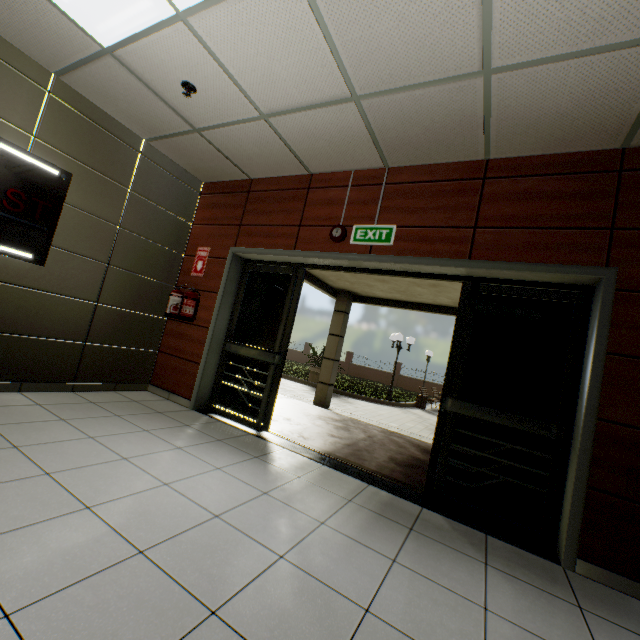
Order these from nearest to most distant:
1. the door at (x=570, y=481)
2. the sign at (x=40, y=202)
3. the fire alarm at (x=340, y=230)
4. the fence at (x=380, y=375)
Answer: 1. the door at (x=570, y=481)
2. the sign at (x=40, y=202)
3. the fire alarm at (x=340, y=230)
4. the fence at (x=380, y=375)

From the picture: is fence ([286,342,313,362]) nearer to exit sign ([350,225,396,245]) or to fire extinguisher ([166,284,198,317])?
fire extinguisher ([166,284,198,317])

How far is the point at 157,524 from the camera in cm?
179

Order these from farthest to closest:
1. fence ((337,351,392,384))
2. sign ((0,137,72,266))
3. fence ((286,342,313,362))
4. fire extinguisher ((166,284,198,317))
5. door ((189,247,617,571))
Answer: fence ((286,342,313,362)) < fence ((337,351,392,384)) < fire extinguisher ((166,284,198,317)) < sign ((0,137,72,266)) < door ((189,247,617,571))

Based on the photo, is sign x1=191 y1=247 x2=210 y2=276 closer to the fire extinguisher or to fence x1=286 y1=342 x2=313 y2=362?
the fire extinguisher

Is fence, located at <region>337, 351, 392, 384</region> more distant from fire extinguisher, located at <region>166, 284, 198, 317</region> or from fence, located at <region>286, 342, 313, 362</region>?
fire extinguisher, located at <region>166, 284, 198, 317</region>

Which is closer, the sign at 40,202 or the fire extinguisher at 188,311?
the sign at 40,202

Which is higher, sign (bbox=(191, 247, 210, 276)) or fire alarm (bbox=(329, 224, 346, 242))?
fire alarm (bbox=(329, 224, 346, 242))
